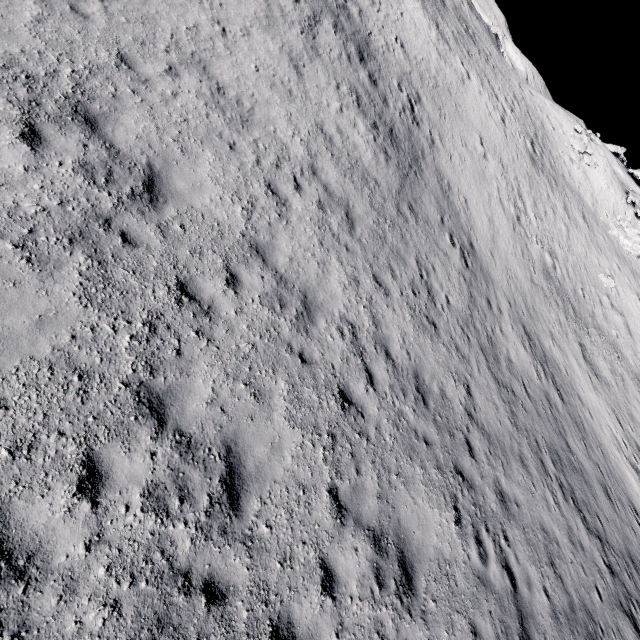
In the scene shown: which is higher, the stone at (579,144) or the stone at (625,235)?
the stone at (579,144)

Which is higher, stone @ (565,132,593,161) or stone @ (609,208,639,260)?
stone @ (565,132,593,161)

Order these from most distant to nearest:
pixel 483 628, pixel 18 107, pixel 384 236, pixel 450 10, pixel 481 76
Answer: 1. pixel 450 10
2. pixel 481 76
3. pixel 384 236
4. pixel 483 628
5. pixel 18 107

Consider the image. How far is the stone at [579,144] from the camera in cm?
Answer: 3348

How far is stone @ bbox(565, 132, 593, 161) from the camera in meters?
33.5 m

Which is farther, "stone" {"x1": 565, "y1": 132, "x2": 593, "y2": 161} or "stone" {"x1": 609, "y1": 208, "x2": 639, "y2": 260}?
"stone" {"x1": 565, "y1": 132, "x2": 593, "y2": 161}
